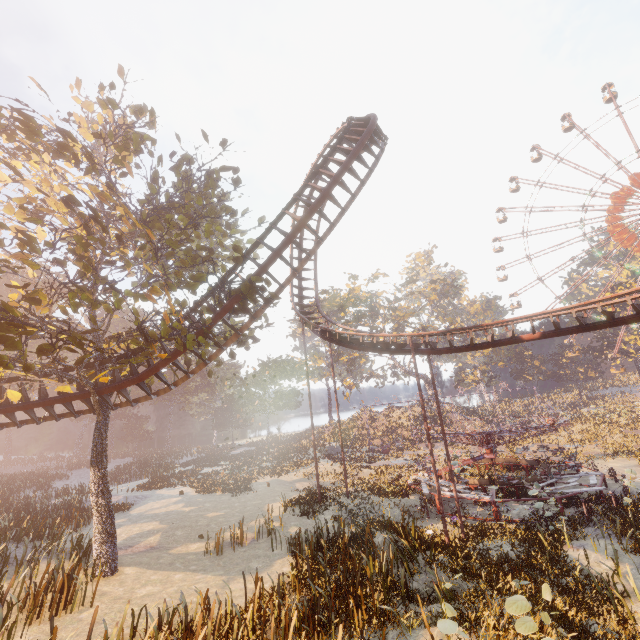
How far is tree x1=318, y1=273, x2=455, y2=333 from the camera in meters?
47.8

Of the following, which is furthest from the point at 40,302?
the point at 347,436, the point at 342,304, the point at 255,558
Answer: the point at 347,436

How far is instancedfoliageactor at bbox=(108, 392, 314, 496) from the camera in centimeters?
2866cm

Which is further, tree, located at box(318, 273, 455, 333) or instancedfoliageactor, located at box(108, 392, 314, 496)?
tree, located at box(318, 273, 455, 333)

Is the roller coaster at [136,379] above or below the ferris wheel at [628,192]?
below

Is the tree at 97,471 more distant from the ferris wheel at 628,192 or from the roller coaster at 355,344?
the ferris wheel at 628,192

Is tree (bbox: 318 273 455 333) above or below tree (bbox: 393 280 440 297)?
below
